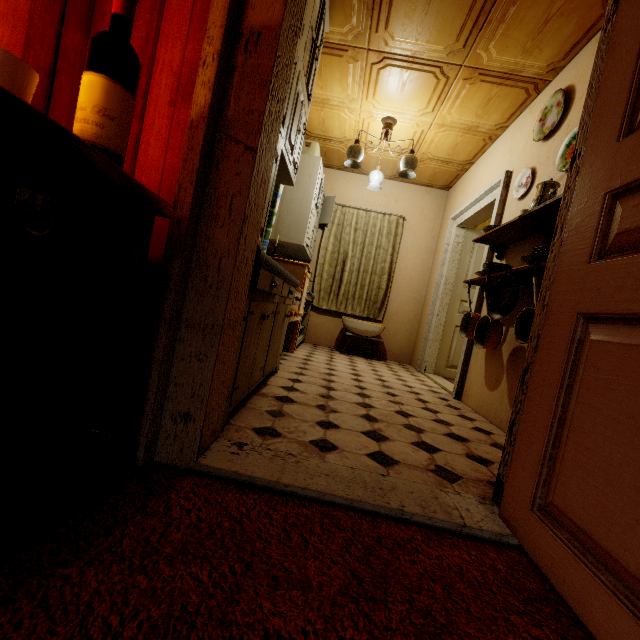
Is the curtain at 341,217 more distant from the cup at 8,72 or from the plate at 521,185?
the cup at 8,72

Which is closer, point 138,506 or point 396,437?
point 138,506

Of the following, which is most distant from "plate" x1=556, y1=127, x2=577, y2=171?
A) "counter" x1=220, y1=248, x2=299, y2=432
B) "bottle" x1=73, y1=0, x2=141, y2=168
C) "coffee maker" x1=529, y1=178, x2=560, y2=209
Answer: "bottle" x1=73, y1=0, x2=141, y2=168

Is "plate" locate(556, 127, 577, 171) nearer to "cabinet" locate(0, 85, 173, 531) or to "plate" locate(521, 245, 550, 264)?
"plate" locate(521, 245, 550, 264)

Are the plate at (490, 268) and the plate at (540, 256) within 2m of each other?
yes

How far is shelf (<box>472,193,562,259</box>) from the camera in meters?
2.0 m

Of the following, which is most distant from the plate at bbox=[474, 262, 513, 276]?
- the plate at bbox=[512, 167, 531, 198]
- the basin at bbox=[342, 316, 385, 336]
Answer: the basin at bbox=[342, 316, 385, 336]

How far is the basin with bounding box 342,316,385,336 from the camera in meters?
4.7 m
